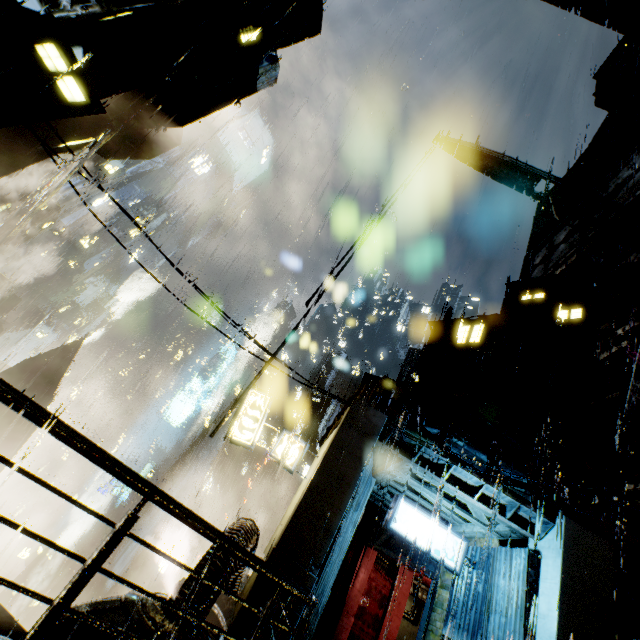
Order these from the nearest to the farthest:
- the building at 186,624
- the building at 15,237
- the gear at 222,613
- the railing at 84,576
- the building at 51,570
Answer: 1. the railing at 84,576
2. the building at 186,624
3. the gear at 222,613
4. the building at 15,237
5. the building at 51,570

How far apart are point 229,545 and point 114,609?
4.8m

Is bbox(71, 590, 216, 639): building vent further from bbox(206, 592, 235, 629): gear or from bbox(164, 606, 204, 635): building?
bbox(206, 592, 235, 629): gear

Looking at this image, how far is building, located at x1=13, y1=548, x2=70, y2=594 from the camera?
56.78m

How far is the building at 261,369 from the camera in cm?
980

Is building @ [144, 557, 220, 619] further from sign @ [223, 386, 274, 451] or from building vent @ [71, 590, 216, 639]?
sign @ [223, 386, 274, 451]

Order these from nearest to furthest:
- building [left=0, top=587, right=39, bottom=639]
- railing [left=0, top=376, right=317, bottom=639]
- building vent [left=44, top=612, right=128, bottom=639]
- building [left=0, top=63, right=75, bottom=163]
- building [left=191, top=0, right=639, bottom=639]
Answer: railing [left=0, top=376, right=317, bottom=639]
building vent [left=44, top=612, right=128, bottom=639]
building [left=0, top=63, right=75, bottom=163]
building [left=0, top=587, right=39, bottom=639]
building [left=191, top=0, right=639, bottom=639]

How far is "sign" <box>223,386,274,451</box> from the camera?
12.6 meters
